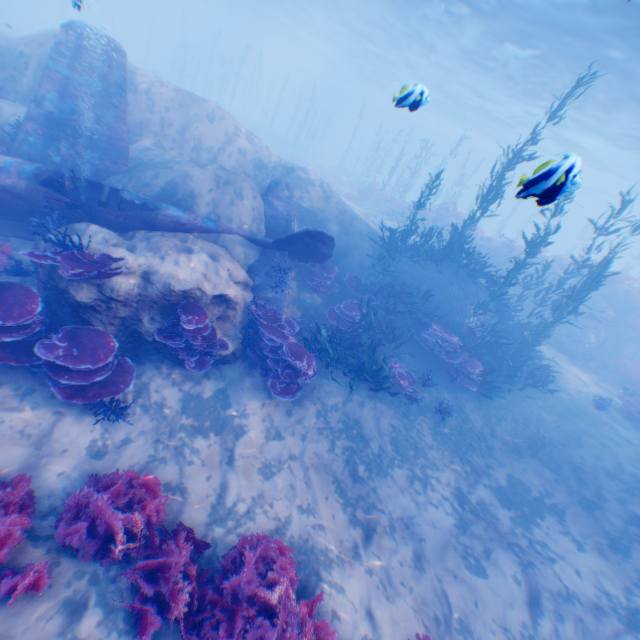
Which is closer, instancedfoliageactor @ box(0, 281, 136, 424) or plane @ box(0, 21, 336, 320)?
instancedfoliageactor @ box(0, 281, 136, 424)

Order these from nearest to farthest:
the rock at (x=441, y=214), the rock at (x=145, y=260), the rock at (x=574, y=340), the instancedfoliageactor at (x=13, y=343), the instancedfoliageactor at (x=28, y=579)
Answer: the instancedfoliageactor at (x=28, y=579)
the instancedfoliageactor at (x=13, y=343)
the rock at (x=145, y=260)
the rock at (x=574, y=340)
the rock at (x=441, y=214)

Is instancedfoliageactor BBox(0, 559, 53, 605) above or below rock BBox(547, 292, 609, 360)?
below

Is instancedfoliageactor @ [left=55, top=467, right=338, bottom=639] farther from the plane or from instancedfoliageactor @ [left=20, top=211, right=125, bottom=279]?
the plane

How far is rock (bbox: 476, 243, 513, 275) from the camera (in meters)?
20.14

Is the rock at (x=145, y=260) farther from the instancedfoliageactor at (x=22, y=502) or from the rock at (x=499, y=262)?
the rock at (x=499, y=262)

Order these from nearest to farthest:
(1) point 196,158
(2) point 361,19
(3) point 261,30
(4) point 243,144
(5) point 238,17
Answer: (1) point 196,158, (4) point 243,144, (2) point 361,19, (5) point 238,17, (3) point 261,30
